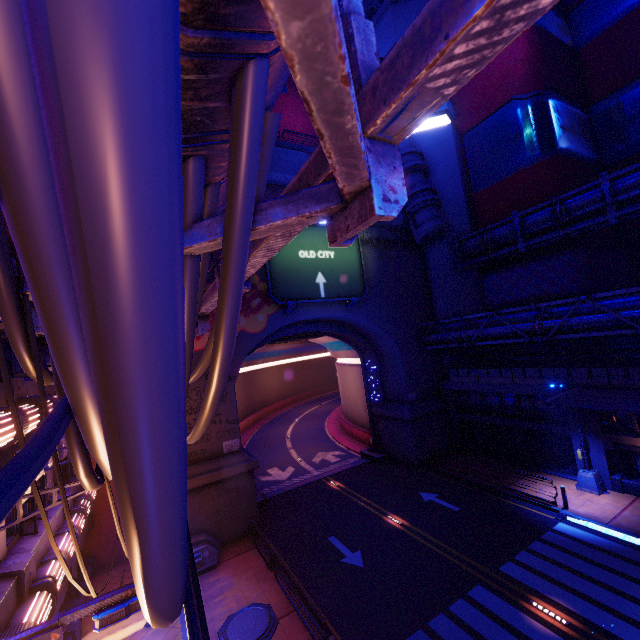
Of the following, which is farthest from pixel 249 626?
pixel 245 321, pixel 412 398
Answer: pixel 412 398

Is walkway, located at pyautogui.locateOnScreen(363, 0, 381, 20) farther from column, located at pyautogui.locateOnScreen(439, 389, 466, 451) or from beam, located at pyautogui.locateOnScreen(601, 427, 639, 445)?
beam, located at pyautogui.locateOnScreen(601, 427, 639, 445)

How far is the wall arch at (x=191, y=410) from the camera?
17.7m

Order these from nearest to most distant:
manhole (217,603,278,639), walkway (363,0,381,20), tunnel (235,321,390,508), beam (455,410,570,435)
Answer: manhole (217,603,278,639), beam (455,410,570,435), tunnel (235,321,390,508), walkway (363,0,381,20)

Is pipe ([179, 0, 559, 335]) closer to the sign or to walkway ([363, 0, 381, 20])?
the sign

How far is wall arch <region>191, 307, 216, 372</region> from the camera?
18.2m

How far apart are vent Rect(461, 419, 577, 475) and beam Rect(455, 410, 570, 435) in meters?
0.4 m

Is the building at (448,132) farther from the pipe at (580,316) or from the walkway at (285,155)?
the pipe at (580,316)
